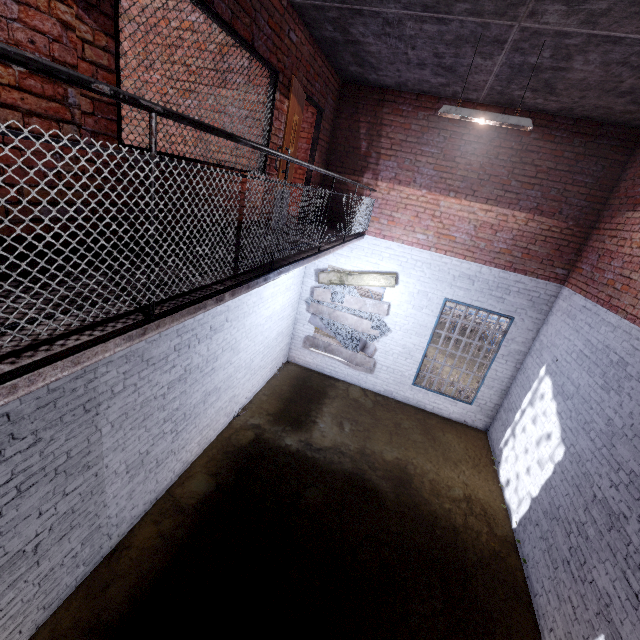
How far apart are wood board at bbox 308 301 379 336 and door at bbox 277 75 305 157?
2.61m

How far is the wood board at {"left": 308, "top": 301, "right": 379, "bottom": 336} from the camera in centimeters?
838cm

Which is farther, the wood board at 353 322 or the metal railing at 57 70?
the wood board at 353 322

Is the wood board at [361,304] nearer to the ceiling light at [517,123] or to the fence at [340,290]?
the fence at [340,290]

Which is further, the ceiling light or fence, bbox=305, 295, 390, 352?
fence, bbox=305, 295, 390, 352

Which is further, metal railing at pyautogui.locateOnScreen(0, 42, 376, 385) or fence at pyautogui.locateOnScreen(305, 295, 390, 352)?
fence at pyautogui.locateOnScreen(305, 295, 390, 352)

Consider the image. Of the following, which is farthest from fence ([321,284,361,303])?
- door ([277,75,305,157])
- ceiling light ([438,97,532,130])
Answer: ceiling light ([438,97,532,130])

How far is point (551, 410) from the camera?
5.88m
